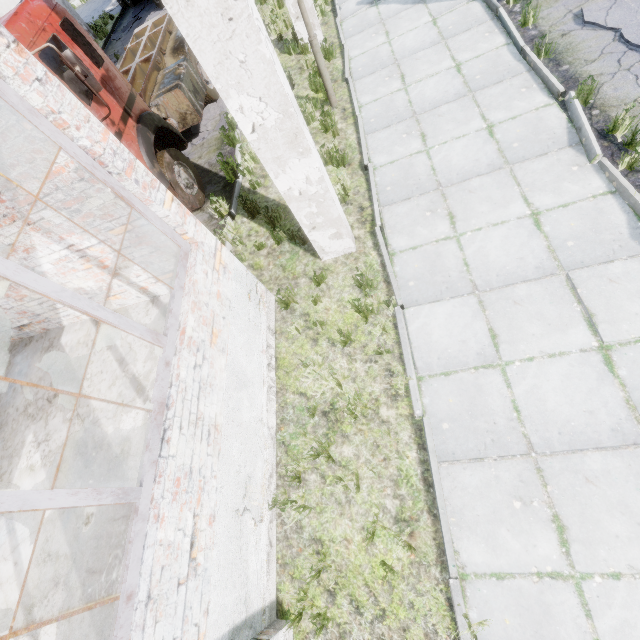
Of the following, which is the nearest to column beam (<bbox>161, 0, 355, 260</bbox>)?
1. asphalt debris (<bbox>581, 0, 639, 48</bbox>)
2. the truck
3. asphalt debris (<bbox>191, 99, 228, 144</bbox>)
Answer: the truck

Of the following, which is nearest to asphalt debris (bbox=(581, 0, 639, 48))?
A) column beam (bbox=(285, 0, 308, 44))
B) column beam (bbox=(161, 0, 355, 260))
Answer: column beam (bbox=(161, 0, 355, 260))

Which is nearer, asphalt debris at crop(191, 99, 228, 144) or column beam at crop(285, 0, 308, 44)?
column beam at crop(285, 0, 308, 44)

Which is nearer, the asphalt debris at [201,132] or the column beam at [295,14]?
the column beam at [295,14]

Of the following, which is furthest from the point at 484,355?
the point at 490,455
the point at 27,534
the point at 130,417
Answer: the point at 27,534

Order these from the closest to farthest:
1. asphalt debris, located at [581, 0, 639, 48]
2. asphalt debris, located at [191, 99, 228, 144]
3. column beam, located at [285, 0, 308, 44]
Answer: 1. asphalt debris, located at [581, 0, 639, 48]
2. column beam, located at [285, 0, 308, 44]
3. asphalt debris, located at [191, 99, 228, 144]

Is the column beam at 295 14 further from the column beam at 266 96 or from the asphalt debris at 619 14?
the column beam at 266 96

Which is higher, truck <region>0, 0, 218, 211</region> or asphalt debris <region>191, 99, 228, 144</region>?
truck <region>0, 0, 218, 211</region>
